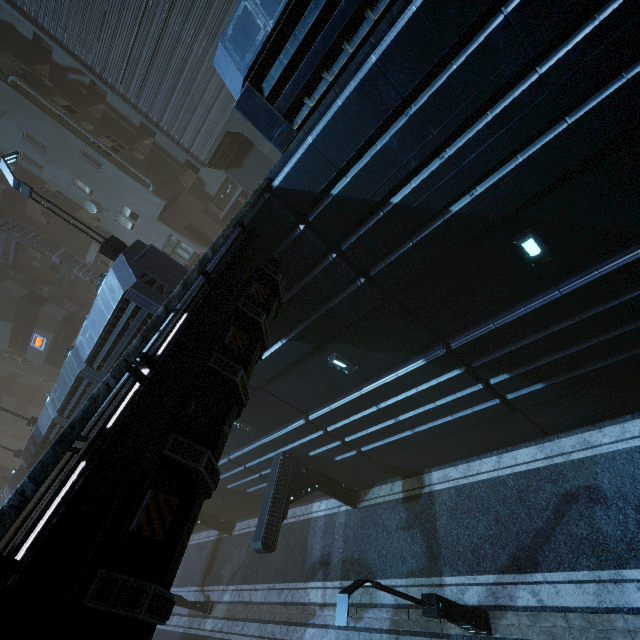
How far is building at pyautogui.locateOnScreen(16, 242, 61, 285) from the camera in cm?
2522

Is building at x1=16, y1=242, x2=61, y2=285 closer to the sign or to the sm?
the sign

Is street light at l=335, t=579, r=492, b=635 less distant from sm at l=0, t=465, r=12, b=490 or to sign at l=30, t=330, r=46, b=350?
sign at l=30, t=330, r=46, b=350

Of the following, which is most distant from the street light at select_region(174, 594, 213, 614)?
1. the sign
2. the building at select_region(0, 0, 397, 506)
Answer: the sign

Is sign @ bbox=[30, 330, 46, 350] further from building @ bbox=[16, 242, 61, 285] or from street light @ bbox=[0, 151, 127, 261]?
A: street light @ bbox=[0, 151, 127, 261]

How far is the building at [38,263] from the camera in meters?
25.2

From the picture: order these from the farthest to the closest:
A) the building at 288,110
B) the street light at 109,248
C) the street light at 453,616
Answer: the street light at 109,248, the street light at 453,616, the building at 288,110

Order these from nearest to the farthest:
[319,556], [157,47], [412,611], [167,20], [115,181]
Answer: [412,611]
[167,20]
[157,47]
[319,556]
[115,181]
